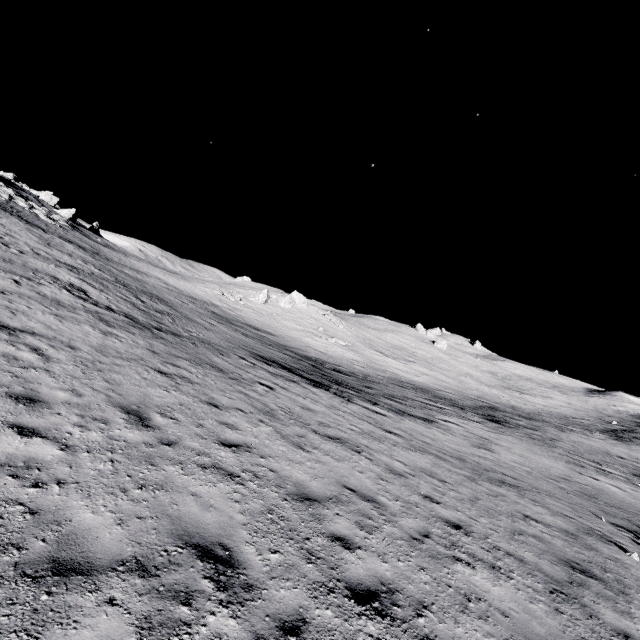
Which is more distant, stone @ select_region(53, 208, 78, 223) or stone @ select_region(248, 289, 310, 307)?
stone @ select_region(248, 289, 310, 307)

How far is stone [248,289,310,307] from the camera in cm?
4969

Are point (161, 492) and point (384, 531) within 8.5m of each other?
yes

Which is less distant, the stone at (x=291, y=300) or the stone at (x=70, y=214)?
the stone at (x=70, y=214)

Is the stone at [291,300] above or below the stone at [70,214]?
below

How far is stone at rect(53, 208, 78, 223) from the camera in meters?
48.0

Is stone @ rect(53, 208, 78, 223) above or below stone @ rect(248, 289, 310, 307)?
above
